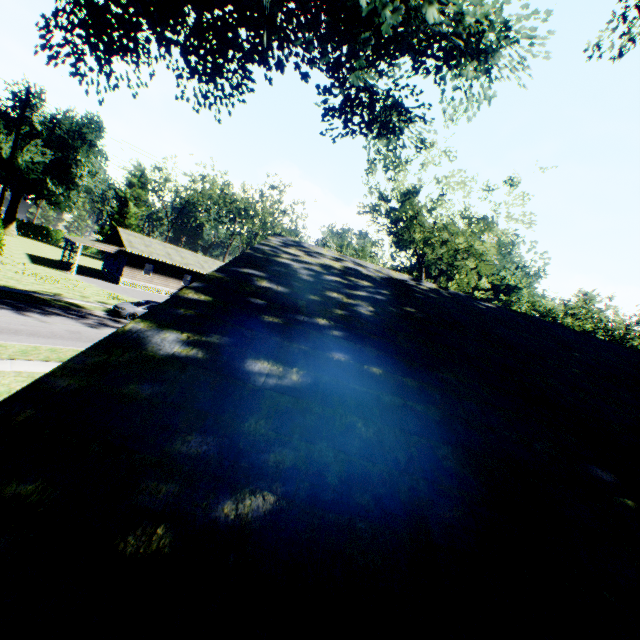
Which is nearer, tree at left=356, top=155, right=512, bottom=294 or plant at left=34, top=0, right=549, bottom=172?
plant at left=34, top=0, right=549, bottom=172

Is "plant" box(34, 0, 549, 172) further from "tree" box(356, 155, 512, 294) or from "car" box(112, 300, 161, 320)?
"car" box(112, 300, 161, 320)

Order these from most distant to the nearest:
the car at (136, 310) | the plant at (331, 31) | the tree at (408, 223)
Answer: the car at (136, 310), the tree at (408, 223), the plant at (331, 31)

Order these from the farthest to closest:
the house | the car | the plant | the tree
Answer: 1. the car
2. the tree
3. the plant
4. the house

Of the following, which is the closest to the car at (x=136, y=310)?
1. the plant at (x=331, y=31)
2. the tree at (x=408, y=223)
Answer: the plant at (x=331, y=31)

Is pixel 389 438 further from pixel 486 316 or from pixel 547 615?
pixel 486 316

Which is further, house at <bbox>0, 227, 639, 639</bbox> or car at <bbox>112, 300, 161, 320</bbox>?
car at <bbox>112, 300, 161, 320</bbox>

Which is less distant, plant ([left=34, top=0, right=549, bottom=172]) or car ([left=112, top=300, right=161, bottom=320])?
plant ([left=34, top=0, right=549, bottom=172])
